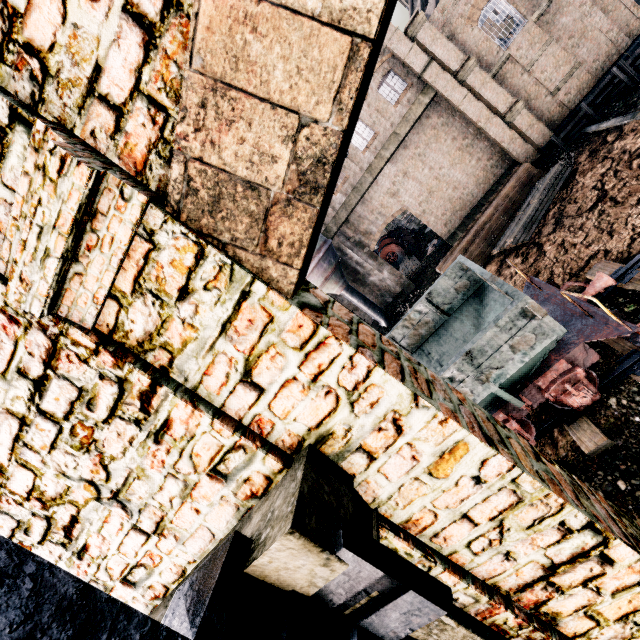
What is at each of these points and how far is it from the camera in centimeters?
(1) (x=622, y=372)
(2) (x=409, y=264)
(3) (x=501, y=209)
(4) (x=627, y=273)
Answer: (1) railway, 813cm
(2) wood pile, 3241cm
(3) wood pile, 2145cm
(4) railway, 984cm

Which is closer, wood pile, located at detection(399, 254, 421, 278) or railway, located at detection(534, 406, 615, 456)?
railway, located at detection(534, 406, 615, 456)

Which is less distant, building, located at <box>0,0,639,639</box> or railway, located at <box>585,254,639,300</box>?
building, located at <box>0,0,639,639</box>

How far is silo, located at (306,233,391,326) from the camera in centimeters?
2403cm

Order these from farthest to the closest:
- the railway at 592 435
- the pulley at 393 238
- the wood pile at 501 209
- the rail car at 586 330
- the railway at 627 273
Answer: the pulley at 393 238 < the wood pile at 501 209 < the railway at 627 273 < the railway at 592 435 < the rail car at 586 330

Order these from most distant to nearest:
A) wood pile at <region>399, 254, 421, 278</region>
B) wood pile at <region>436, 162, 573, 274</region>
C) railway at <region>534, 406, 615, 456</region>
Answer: wood pile at <region>399, 254, 421, 278</region>, wood pile at <region>436, 162, 573, 274</region>, railway at <region>534, 406, 615, 456</region>

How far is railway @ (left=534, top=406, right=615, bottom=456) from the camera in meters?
7.7

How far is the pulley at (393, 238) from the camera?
36.62m
